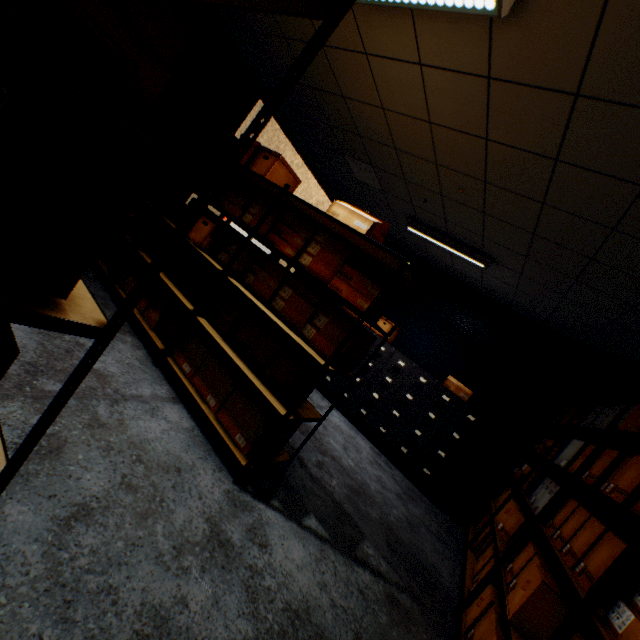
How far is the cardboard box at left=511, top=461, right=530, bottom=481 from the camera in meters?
3.8 m

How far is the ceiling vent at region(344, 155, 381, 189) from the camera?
4.11m

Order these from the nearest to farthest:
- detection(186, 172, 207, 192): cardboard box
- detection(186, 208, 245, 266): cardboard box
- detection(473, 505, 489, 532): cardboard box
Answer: detection(186, 208, 245, 266): cardboard box, detection(186, 172, 207, 192): cardboard box, detection(473, 505, 489, 532): cardboard box

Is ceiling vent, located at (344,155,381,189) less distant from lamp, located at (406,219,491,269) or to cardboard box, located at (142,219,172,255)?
lamp, located at (406,219,491,269)

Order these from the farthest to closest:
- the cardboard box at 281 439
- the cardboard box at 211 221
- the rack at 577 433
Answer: the cardboard box at 211 221
the cardboard box at 281 439
the rack at 577 433

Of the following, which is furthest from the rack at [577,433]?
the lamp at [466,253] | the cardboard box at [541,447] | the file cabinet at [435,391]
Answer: the lamp at [466,253]

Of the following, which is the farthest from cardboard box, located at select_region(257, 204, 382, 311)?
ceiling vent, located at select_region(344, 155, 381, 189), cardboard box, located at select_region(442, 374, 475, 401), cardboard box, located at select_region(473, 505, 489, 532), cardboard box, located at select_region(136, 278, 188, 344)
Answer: cardboard box, located at select_region(442, 374, 475, 401)

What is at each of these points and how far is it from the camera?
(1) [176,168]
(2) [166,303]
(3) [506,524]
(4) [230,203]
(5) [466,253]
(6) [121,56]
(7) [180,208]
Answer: (1) cardboard box, 3.63m
(2) cardboard box, 2.91m
(3) cardboard box, 3.01m
(4) cardboard box, 3.19m
(5) lamp, 4.13m
(6) cardboard box, 0.65m
(7) cardboard box, 3.44m
